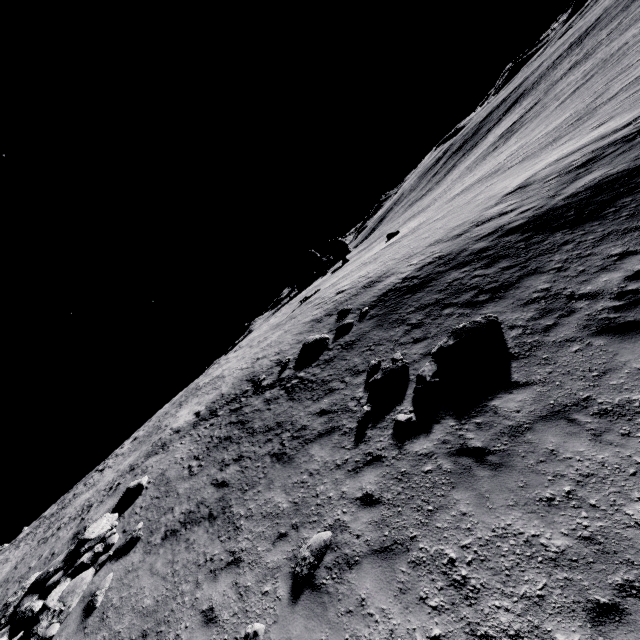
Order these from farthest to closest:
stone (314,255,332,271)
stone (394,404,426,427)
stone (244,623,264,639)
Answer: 1. stone (314,255,332,271)
2. stone (394,404,426,427)
3. stone (244,623,264,639)

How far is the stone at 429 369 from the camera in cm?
866

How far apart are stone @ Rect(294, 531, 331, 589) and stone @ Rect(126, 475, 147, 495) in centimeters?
1008cm

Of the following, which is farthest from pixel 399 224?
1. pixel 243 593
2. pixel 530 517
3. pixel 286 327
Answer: pixel 243 593

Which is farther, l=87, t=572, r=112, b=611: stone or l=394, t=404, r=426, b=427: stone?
l=87, t=572, r=112, b=611: stone

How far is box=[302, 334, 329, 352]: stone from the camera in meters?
15.9 m

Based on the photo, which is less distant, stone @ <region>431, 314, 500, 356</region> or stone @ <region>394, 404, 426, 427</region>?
stone @ <region>394, 404, 426, 427</region>

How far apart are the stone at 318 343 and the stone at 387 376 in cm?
520
